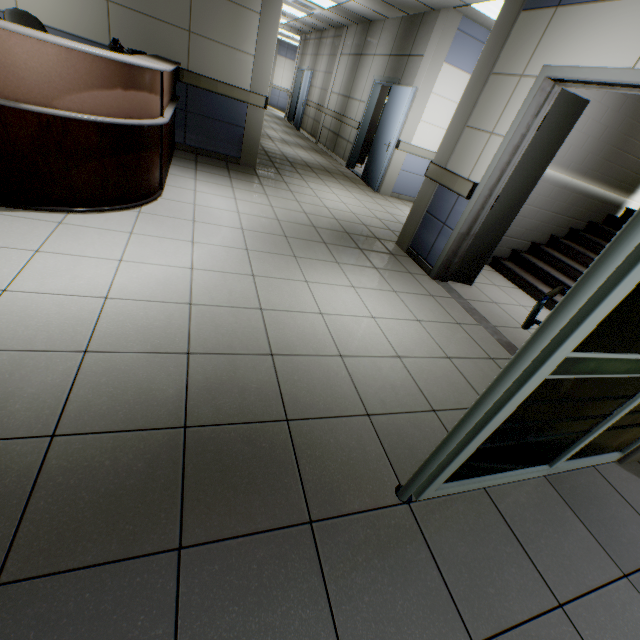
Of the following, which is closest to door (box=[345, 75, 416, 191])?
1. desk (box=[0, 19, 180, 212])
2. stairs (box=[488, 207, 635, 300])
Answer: stairs (box=[488, 207, 635, 300])

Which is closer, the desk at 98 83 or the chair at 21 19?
the desk at 98 83

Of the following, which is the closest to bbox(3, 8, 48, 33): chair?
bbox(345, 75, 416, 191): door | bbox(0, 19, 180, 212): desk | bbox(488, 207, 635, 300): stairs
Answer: bbox(0, 19, 180, 212): desk

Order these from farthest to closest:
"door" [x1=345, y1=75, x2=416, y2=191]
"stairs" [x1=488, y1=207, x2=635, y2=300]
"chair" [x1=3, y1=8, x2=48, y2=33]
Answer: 1. "door" [x1=345, y1=75, x2=416, y2=191]
2. "stairs" [x1=488, y1=207, x2=635, y2=300]
3. "chair" [x1=3, y1=8, x2=48, y2=33]

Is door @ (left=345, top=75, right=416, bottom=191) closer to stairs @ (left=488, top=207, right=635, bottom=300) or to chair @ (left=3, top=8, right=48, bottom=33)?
stairs @ (left=488, top=207, right=635, bottom=300)

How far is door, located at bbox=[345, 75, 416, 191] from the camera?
6.6m

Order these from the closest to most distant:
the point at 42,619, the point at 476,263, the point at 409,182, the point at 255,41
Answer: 1. the point at 42,619
2. the point at 476,263
3. the point at 255,41
4. the point at 409,182

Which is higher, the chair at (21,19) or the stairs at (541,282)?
the chair at (21,19)
